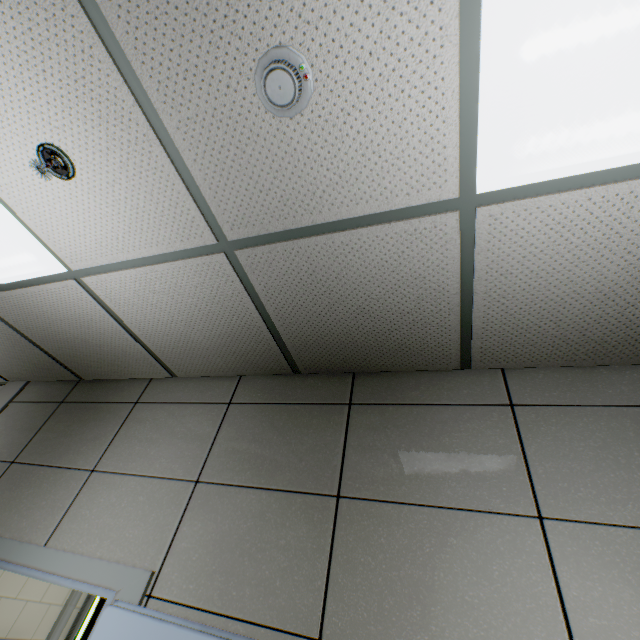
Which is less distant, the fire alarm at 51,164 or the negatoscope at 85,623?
the fire alarm at 51,164

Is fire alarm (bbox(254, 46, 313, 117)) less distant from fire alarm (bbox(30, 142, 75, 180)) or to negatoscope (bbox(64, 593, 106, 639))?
fire alarm (bbox(30, 142, 75, 180))

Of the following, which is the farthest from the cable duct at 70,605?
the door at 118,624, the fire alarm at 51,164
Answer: the fire alarm at 51,164

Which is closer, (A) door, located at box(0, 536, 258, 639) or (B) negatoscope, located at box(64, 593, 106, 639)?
(A) door, located at box(0, 536, 258, 639)

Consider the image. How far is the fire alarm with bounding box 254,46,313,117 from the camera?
0.9m

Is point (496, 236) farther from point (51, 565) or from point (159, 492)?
point (51, 565)

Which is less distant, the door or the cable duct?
the door

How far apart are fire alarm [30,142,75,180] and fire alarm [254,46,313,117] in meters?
0.9 m
